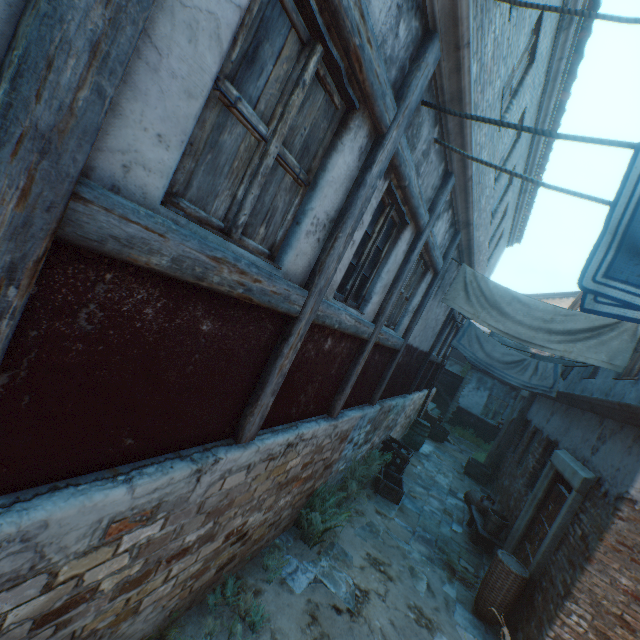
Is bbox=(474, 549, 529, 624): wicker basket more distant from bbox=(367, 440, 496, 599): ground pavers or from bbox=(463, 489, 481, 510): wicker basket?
bbox=(463, 489, 481, 510): wicker basket

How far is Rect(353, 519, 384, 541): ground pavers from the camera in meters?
5.6

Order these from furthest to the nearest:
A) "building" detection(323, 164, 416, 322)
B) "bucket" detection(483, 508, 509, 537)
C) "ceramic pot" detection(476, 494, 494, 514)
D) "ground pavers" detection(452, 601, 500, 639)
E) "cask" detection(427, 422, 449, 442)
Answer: "cask" detection(427, 422, 449, 442) → "ceramic pot" detection(476, 494, 494, 514) → "bucket" detection(483, 508, 509, 537) → "ground pavers" detection(452, 601, 500, 639) → "building" detection(323, 164, 416, 322)

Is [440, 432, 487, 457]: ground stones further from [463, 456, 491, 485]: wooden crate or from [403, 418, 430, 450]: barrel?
[403, 418, 430, 450]: barrel

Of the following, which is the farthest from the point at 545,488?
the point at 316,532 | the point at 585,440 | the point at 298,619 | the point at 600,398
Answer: the point at 298,619

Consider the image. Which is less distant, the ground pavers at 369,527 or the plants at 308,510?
the plants at 308,510

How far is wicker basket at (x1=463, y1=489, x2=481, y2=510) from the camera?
8.7 meters

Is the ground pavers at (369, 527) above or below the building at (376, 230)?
below
